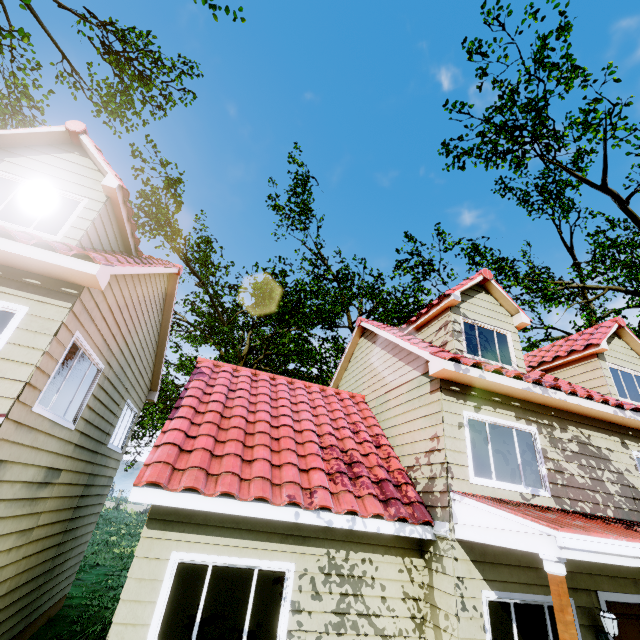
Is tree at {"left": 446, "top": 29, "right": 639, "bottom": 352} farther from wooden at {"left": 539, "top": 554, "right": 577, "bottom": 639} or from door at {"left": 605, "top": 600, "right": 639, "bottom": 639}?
wooden at {"left": 539, "top": 554, "right": 577, "bottom": 639}

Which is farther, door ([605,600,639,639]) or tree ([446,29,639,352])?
tree ([446,29,639,352])

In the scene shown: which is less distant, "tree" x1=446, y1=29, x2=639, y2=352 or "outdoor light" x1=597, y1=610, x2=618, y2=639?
"outdoor light" x1=597, y1=610, x2=618, y2=639

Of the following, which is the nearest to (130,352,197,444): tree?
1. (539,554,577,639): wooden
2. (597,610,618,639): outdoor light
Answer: (597,610,618,639): outdoor light

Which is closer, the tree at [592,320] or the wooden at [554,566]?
the wooden at [554,566]

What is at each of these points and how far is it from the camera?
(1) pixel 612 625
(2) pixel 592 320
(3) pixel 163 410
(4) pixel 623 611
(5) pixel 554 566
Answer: (1) outdoor light, 5.5m
(2) tree, 28.7m
(3) tree, 20.8m
(4) door, 6.1m
(5) wooden, 4.0m

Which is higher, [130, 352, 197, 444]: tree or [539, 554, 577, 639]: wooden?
[130, 352, 197, 444]: tree

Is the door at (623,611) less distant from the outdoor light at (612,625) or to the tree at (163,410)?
the outdoor light at (612,625)
